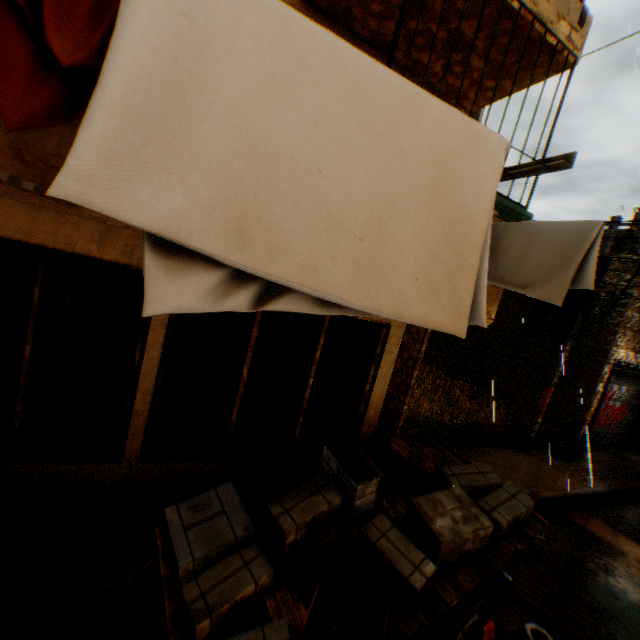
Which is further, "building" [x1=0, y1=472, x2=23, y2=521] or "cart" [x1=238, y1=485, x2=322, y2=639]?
"building" [x1=0, y1=472, x2=23, y2=521]

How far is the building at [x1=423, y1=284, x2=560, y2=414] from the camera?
12.2 meters

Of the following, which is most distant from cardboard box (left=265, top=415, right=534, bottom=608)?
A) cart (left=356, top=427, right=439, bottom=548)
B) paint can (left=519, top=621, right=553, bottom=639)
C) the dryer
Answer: the dryer

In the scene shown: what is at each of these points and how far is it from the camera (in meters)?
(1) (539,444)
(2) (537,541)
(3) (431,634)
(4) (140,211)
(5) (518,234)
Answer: (1) concrete block, 10.14
(2) cardboard box, 5.60
(3) wheel, 3.19
(4) dryer, 1.05
(5) clothes, 2.46

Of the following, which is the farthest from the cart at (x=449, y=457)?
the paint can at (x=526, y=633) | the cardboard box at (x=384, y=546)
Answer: the paint can at (x=526, y=633)

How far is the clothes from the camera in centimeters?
207cm

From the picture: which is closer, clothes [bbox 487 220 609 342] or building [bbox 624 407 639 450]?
clothes [bbox 487 220 609 342]

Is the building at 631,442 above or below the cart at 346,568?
below
